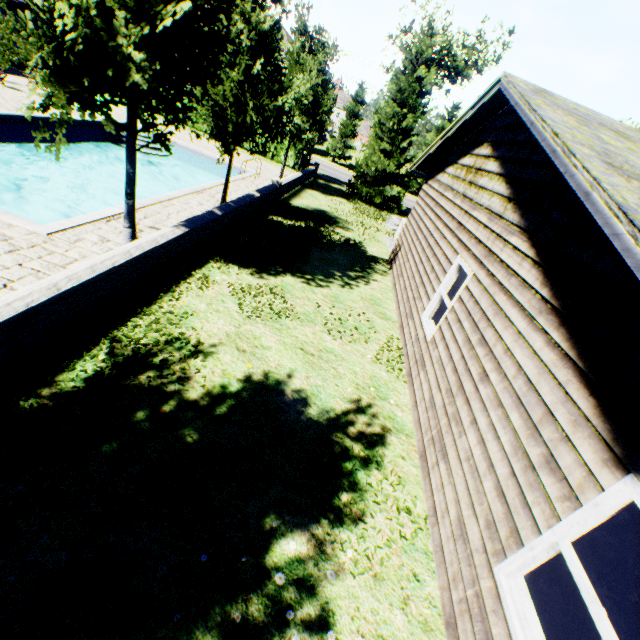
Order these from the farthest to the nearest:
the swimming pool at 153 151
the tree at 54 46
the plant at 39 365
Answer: the swimming pool at 153 151 → the tree at 54 46 → the plant at 39 365

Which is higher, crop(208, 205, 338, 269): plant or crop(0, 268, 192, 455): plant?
crop(208, 205, 338, 269): plant

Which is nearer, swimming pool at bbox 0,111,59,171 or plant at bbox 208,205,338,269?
plant at bbox 208,205,338,269

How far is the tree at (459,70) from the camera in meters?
43.5 m

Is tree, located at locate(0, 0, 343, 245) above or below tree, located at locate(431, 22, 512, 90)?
below

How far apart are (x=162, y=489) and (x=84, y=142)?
19.43m

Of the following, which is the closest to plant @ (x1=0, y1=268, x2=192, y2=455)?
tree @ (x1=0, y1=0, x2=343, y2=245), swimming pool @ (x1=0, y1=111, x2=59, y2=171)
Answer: tree @ (x1=0, y1=0, x2=343, y2=245)
